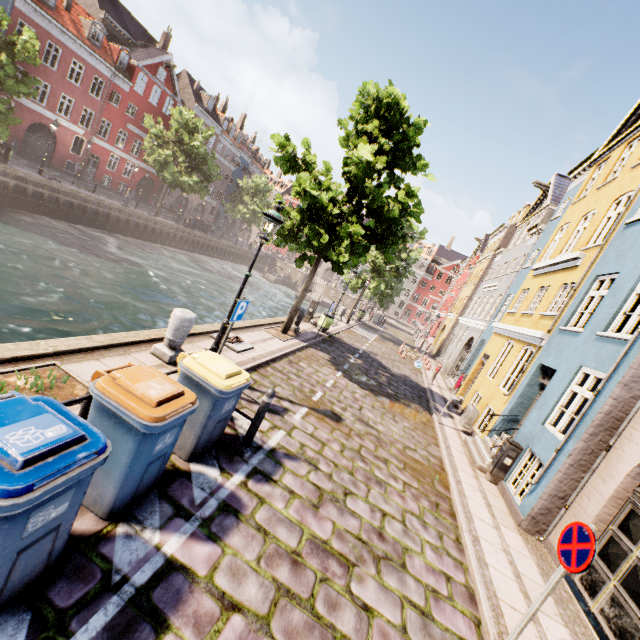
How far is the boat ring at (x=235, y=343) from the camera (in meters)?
8.98

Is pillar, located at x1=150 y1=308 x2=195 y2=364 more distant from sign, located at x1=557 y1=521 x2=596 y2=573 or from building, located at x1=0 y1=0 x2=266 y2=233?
building, located at x1=0 y1=0 x2=266 y2=233

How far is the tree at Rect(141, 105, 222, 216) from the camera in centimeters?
2894cm

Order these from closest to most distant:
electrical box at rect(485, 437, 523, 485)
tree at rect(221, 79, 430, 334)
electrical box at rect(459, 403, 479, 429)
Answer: electrical box at rect(485, 437, 523, 485) < tree at rect(221, 79, 430, 334) < electrical box at rect(459, 403, 479, 429)

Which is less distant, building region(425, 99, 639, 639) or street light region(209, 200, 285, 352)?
building region(425, 99, 639, 639)

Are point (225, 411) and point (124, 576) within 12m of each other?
yes

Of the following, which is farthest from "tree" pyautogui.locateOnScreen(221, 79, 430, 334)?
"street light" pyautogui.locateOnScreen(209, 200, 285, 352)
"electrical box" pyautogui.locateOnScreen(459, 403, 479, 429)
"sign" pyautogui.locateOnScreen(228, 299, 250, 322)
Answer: "electrical box" pyautogui.locateOnScreen(459, 403, 479, 429)

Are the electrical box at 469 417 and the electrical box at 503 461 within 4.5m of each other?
yes
